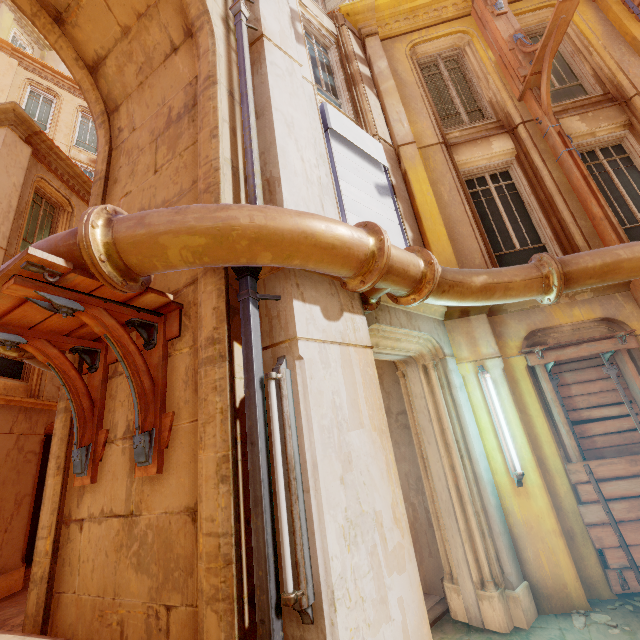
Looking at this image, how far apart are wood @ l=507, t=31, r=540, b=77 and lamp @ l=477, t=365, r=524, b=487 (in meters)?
5.98

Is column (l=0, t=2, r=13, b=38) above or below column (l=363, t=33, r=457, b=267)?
above

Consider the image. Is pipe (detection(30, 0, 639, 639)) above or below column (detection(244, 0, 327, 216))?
below

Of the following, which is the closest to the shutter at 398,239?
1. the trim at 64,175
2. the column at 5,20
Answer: the trim at 64,175

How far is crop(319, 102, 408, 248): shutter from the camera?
4.8m

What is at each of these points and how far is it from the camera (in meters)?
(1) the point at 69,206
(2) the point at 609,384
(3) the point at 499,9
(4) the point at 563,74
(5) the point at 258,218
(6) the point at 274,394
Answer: (1) window, 11.91
(2) wood, 4.93
(3) wood, 7.13
(4) window, 7.50
(5) pipe, 2.58
(6) lamp, 2.53

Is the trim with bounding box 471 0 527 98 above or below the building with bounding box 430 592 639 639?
above

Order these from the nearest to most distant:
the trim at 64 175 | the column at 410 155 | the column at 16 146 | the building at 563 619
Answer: the building at 563 619, the column at 410 155, the column at 16 146, the trim at 64 175
